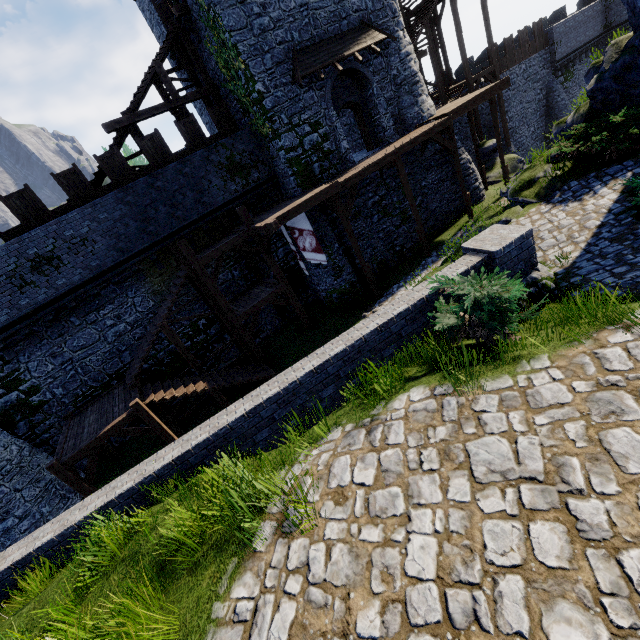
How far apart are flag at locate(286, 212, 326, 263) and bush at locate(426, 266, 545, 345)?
9.2 meters

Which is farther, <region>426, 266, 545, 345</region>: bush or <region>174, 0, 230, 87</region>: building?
<region>174, 0, 230, 87</region>: building

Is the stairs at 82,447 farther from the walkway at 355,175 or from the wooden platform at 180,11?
the wooden platform at 180,11

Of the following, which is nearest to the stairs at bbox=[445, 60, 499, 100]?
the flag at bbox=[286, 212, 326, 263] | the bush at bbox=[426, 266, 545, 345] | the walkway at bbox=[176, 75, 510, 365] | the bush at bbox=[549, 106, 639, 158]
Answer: the walkway at bbox=[176, 75, 510, 365]

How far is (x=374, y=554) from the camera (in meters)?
2.97

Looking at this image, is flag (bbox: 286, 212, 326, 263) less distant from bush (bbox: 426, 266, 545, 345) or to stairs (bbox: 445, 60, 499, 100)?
bush (bbox: 426, 266, 545, 345)

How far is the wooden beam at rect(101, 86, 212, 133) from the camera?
14.65m

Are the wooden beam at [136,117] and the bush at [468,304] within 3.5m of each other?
no
